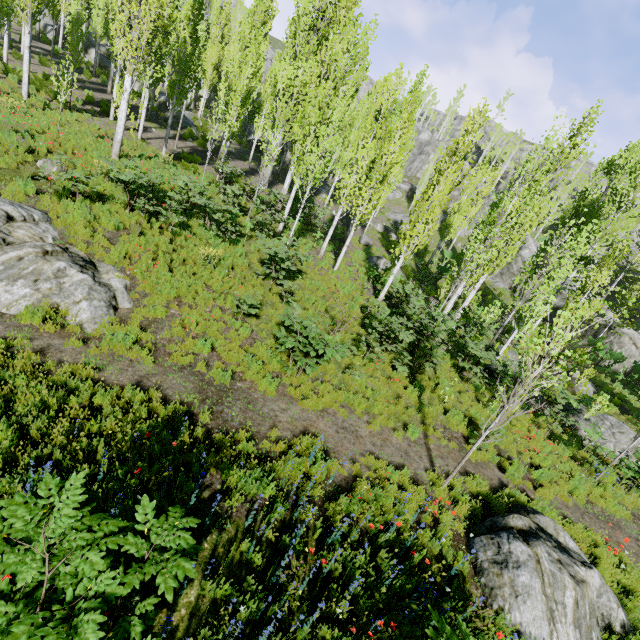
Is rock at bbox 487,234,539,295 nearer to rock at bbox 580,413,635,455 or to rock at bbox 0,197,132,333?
rock at bbox 580,413,635,455

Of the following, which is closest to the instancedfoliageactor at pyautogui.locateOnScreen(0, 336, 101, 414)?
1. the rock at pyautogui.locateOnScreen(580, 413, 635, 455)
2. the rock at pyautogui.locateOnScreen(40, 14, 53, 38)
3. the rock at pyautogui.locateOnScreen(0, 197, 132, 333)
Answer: the rock at pyautogui.locateOnScreen(40, 14, 53, 38)

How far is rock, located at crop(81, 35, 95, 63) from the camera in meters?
31.3

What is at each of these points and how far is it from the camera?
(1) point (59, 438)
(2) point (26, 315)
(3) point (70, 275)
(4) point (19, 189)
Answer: (1) instancedfoliageactor, 4.87m
(2) instancedfoliageactor, 6.89m
(3) rock, 7.94m
(4) instancedfoliageactor, 9.30m

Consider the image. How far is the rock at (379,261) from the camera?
22.08m

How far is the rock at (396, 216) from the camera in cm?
4142

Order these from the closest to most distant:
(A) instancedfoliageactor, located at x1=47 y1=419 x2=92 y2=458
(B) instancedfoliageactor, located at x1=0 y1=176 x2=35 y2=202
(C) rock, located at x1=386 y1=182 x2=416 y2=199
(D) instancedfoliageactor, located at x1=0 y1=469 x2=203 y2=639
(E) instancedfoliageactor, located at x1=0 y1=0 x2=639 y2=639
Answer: (D) instancedfoliageactor, located at x1=0 y1=469 x2=203 y2=639 → (A) instancedfoliageactor, located at x1=47 y1=419 x2=92 y2=458 → (E) instancedfoliageactor, located at x1=0 y1=0 x2=639 y2=639 → (B) instancedfoliageactor, located at x1=0 y1=176 x2=35 y2=202 → (C) rock, located at x1=386 y1=182 x2=416 y2=199

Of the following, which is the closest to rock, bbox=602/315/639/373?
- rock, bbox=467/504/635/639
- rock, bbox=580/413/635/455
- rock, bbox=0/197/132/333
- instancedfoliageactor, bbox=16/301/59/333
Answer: rock, bbox=580/413/635/455
